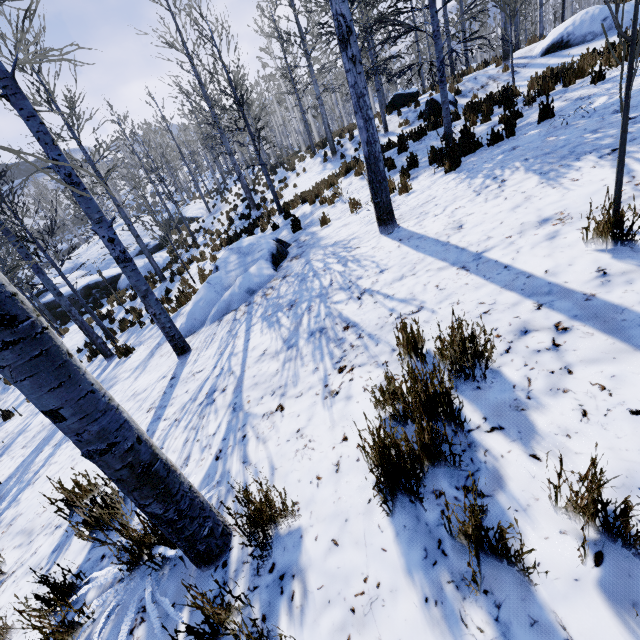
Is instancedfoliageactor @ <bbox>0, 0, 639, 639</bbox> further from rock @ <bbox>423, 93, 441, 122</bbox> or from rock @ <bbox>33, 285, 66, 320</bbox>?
rock @ <bbox>423, 93, 441, 122</bbox>

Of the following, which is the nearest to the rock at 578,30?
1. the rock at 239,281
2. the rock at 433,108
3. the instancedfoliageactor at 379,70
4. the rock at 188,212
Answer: the rock at 433,108

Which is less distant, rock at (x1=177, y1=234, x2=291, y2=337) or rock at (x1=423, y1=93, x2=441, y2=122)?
rock at (x1=177, y1=234, x2=291, y2=337)

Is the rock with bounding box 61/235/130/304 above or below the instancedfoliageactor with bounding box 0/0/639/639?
below

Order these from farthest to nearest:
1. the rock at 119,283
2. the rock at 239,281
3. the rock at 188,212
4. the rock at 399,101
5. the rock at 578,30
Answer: the rock at 188,212, the rock at 119,283, the rock at 399,101, the rock at 578,30, the rock at 239,281

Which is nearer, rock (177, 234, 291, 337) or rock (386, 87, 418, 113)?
rock (177, 234, 291, 337)

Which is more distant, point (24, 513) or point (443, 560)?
point (24, 513)

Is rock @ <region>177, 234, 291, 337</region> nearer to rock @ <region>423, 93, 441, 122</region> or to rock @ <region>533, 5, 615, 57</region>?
rock @ <region>423, 93, 441, 122</region>
